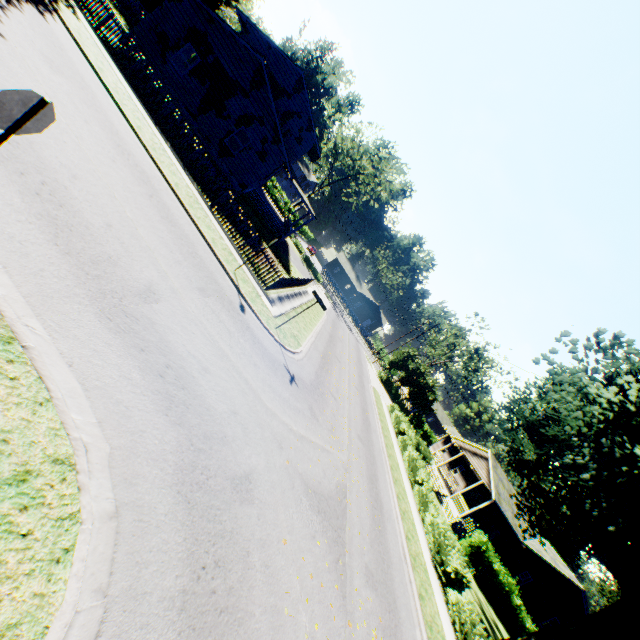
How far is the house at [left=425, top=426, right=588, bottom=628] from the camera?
27.5 meters

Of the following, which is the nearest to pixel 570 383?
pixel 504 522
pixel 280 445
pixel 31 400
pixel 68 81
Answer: pixel 280 445

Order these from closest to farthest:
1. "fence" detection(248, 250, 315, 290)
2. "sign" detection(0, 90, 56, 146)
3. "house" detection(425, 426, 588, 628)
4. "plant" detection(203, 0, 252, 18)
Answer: "sign" detection(0, 90, 56, 146) < "fence" detection(248, 250, 315, 290) < "house" detection(425, 426, 588, 628) < "plant" detection(203, 0, 252, 18)

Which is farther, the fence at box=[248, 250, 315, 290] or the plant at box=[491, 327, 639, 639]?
the fence at box=[248, 250, 315, 290]

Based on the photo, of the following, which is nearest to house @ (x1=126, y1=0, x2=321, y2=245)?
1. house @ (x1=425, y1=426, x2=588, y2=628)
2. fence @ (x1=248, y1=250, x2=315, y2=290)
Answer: fence @ (x1=248, y1=250, x2=315, y2=290)

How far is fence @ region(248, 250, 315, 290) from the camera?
16.1m

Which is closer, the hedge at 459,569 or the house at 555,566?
the hedge at 459,569

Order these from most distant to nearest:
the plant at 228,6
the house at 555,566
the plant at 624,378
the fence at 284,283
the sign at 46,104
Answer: the plant at 228,6
the house at 555,566
the fence at 284,283
the plant at 624,378
the sign at 46,104
